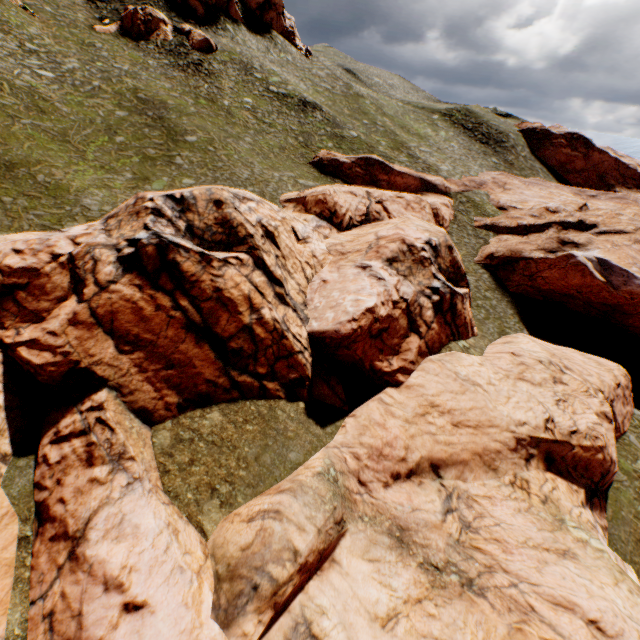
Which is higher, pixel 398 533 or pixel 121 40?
pixel 121 40

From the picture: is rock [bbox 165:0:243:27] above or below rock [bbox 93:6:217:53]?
above

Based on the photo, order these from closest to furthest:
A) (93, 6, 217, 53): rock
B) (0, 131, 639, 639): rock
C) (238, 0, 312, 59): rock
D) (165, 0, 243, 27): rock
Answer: (0, 131, 639, 639): rock → (93, 6, 217, 53): rock → (165, 0, 243, 27): rock → (238, 0, 312, 59): rock

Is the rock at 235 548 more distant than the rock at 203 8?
No

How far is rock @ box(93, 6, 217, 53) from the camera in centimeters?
4194cm

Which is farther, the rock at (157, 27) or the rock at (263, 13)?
the rock at (263, 13)

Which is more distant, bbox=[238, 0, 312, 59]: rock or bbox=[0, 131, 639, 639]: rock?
bbox=[238, 0, 312, 59]: rock
